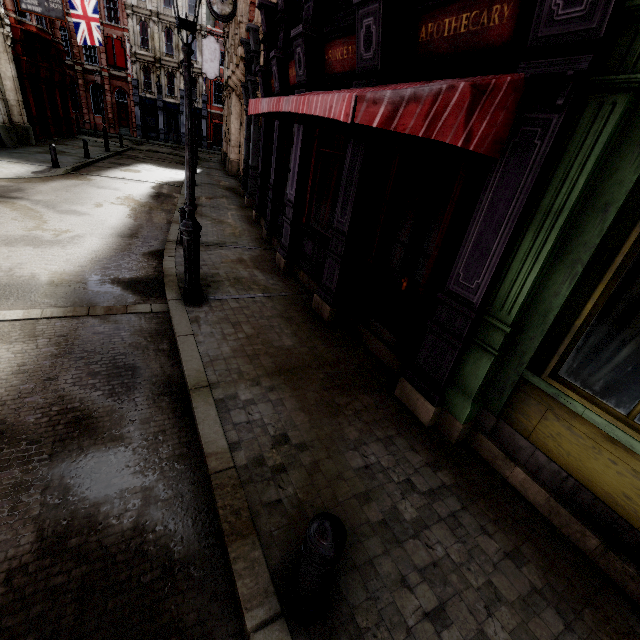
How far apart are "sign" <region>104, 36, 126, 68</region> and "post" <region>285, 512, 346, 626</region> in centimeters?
4944cm

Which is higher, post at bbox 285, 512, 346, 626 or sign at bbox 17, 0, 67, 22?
sign at bbox 17, 0, 67, 22

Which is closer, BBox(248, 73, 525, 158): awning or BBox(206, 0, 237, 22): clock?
BBox(248, 73, 525, 158): awning

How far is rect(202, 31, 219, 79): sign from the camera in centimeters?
2258cm

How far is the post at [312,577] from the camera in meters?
1.8

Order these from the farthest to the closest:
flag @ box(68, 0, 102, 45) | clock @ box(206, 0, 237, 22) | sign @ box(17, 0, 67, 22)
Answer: flag @ box(68, 0, 102, 45) < sign @ box(17, 0, 67, 22) < clock @ box(206, 0, 237, 22)

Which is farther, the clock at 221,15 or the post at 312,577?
the clock at 221,15

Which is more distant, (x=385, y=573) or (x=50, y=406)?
(x=50, y=406)
